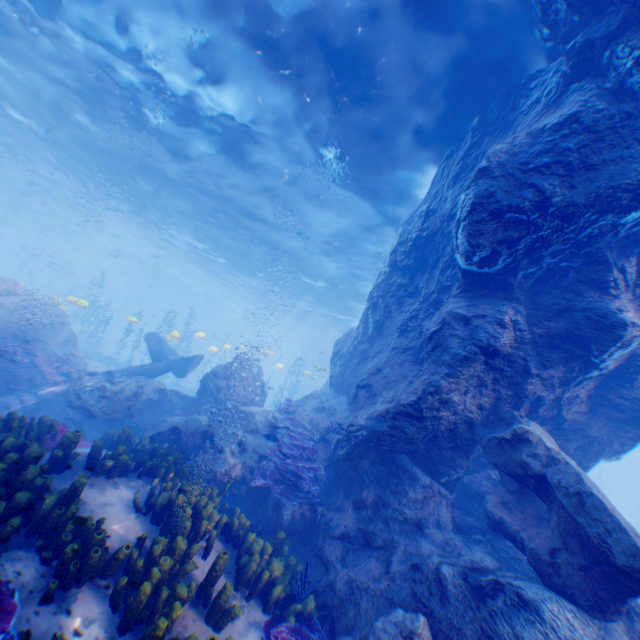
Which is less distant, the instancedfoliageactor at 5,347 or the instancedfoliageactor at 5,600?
the instancedfoliageactor at 5,600

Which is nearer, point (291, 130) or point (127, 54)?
point (127, 54)

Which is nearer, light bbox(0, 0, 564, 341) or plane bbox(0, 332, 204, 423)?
light bbox(0, 0, 564, 341)

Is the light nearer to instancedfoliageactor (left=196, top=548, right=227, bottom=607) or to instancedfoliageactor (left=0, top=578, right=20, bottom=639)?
instancedfoliageactor (left=0, top=578, right=20, bottom=639)

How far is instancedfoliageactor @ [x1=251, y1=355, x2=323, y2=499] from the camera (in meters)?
7.57

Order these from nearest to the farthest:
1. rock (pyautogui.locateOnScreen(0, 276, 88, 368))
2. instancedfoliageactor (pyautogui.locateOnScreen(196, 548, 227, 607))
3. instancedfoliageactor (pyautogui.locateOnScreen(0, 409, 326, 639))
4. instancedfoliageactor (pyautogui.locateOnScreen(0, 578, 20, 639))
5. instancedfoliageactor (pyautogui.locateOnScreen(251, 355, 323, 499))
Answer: instancedfoliageactor (pyautogui.locateOnScreen(0, 578, 20, 639)), instancedfoliageactor (pyautogui.locateOnScreen(0, 409, 326, 639)), instancedfoliageactor (pyautogui.locateOnScreen(196, 548, 227, 607)), instancedfoliageactor (pyautogui.locateOnScreen(251, 355, 323, 499)), rock (pyautogui.locateOnScreen(0, 276, 88, 368))

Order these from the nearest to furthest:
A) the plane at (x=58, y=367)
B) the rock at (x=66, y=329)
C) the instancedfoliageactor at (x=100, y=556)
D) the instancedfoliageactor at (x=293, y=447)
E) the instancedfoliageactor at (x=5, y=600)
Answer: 1. the instancedfoliageactor at (x=5, y=600)
2. the instancedfoliageactor at (x=100, y=556)
3. the instancedfoliageactor at (x=293, y=447)
4. the plane at (x=58, y=367)
5. the rock at (x=66, y=329)

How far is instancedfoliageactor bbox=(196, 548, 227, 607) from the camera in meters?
4.5 m
